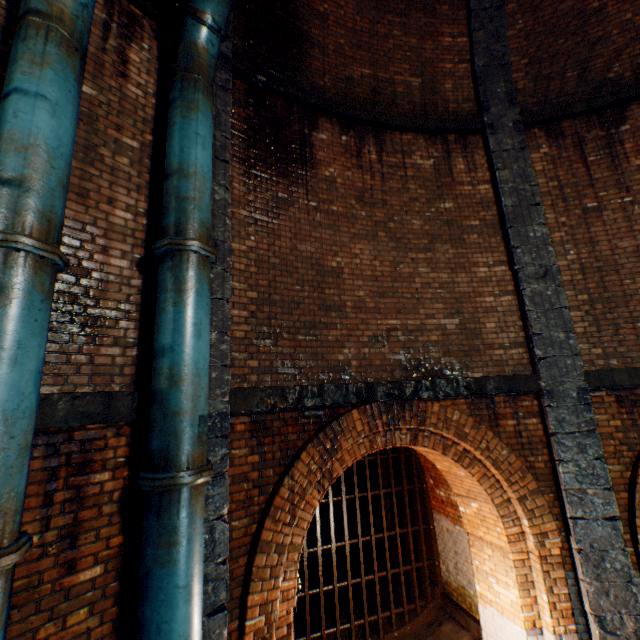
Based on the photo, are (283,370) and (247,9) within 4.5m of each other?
no

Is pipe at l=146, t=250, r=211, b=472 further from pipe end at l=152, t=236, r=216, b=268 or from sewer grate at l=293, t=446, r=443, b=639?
sewer grate at l=293, t=446, r=443, b=639

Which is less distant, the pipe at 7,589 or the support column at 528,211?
the pipe at 7,589

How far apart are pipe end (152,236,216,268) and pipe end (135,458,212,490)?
2.0m

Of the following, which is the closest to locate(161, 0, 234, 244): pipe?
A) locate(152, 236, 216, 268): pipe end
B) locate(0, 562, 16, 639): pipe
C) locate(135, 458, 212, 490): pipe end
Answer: locate(152, 236, 216, 268): pipe end

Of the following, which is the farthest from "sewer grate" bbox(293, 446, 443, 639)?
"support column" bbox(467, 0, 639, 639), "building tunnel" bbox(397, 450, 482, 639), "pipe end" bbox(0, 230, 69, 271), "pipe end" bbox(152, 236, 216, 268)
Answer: "pipe end" bbox(0, 230, 69, 271)

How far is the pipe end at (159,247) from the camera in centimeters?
312cm

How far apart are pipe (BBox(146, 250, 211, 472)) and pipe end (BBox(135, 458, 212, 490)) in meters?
0.0 m
